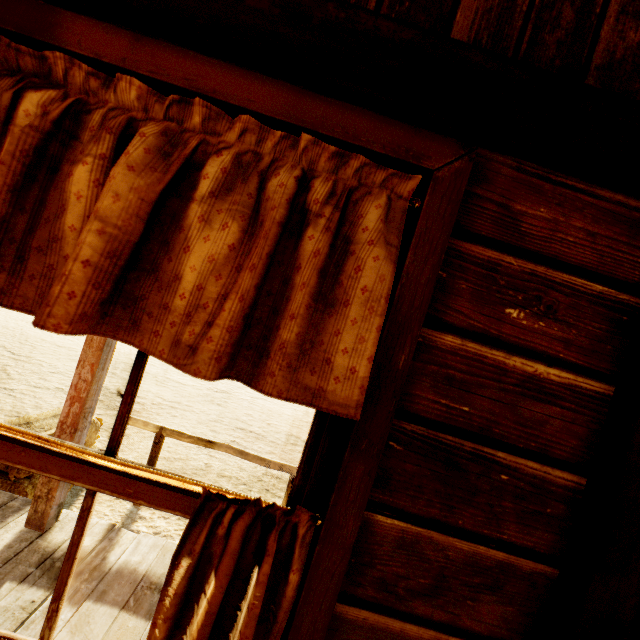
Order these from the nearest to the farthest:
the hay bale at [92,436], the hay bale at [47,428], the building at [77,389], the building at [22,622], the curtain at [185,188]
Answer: the curtain at [185,188]
the building at [22,622]
the building at [77,389]
the hay bale at [47,428]
the hay bale at [92,436]

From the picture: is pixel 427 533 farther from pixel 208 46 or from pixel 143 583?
pixel 143 583

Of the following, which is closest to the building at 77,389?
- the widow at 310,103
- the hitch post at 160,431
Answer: the widow at 310,103

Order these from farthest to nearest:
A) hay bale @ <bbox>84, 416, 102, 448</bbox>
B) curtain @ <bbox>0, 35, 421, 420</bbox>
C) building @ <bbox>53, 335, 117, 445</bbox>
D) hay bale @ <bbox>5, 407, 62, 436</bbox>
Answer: hay bale @ <bbox>84, 416, 102, 448</bbox> → hay bale @ <bbox>5, 407, 62, 436</bbox> → building @ <bbox>53, 335, 117, 445</bbox> → curtain @ <bbox>0, 35, 421, 420</bbox>

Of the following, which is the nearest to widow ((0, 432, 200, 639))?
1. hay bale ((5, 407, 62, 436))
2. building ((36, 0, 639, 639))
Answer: building ((36, 0, 639, 639))

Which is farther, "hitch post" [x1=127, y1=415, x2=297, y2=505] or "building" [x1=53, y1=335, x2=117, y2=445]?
"hitch post" [x1=127, y1=415, x2=297, y2=505]

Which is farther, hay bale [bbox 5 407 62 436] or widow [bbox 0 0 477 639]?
hay bale [bbox 5 407 62 436]

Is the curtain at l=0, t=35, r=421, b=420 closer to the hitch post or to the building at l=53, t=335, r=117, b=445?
the building at l=53, t=335, r=117, b=445
